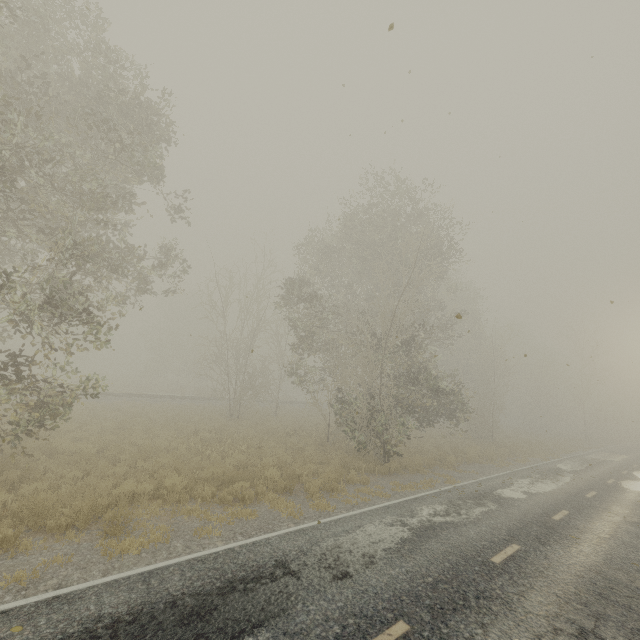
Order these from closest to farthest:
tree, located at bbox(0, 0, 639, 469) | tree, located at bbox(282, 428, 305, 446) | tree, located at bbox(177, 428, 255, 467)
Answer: tree, located at bbox(0, 0, 639, 469) → tree, located at bbox(177, 428, 255, 467) → tree, located at bbox(282, 428, 305, 446)

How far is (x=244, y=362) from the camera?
26.36m

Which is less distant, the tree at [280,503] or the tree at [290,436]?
the tree at [280,503]

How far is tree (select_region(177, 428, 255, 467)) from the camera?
13.4m

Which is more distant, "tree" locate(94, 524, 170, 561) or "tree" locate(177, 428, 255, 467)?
"tree" locate(177, 428, 255, 467)
